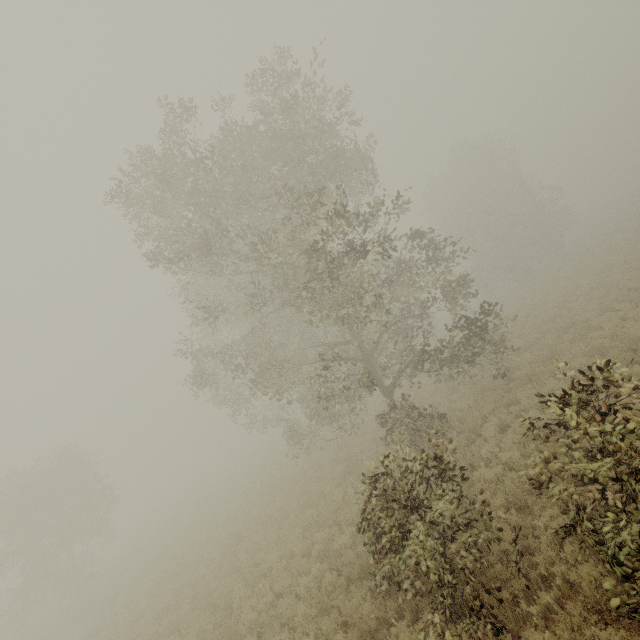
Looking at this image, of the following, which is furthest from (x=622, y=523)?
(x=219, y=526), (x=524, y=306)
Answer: (x=524, y=306)
